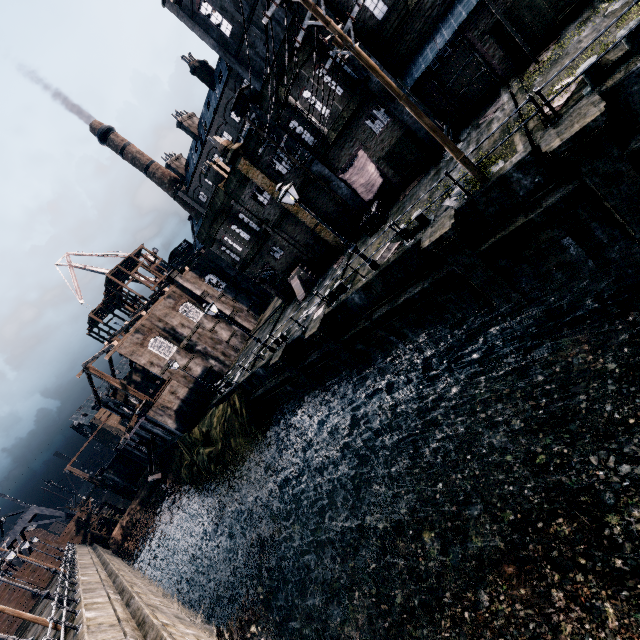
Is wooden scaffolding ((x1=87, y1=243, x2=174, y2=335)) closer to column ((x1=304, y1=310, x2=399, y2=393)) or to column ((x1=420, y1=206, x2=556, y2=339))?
column ((x1=304, y1=310, x2=399, y2=393))

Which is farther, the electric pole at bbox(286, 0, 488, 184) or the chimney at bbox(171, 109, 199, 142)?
the chimney at bbox(171, 109, 199, 142)

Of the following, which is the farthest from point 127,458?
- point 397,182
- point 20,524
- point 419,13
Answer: point 419,13

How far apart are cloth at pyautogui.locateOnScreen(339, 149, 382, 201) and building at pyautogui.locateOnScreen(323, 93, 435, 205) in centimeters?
1cm

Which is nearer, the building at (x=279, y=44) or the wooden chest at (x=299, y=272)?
the building at (x=279, y=44)

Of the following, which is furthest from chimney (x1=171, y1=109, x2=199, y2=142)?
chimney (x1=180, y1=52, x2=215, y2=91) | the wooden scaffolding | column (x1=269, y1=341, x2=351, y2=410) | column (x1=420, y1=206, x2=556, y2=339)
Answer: column (x1=420, y1=206, x2=556, y2=339)

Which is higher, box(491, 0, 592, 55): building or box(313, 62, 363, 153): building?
box(313, 62, 363, 153): building

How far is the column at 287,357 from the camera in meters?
21.4 m
